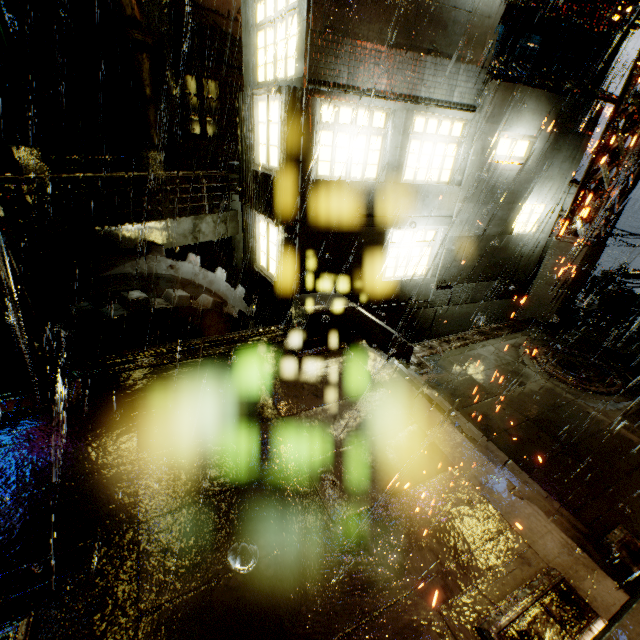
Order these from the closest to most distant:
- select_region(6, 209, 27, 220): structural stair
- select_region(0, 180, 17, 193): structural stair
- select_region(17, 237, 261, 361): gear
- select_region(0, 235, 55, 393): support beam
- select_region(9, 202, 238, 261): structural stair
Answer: select_region(0, 235, 55, 393): support beam → select_region(17, 237, 261, 361): gear → select_region(9, 202, 238, 261): structural stair → select_region(6, 209, 27, 220): structural stair → select_region(0, 180, 17, 193): structural stair

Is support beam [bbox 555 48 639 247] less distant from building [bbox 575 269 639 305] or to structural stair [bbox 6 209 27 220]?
building [bbox 575 269 639 305]

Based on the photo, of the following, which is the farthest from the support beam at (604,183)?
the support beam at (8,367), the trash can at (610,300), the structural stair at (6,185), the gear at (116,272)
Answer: the support beam at (8,367)

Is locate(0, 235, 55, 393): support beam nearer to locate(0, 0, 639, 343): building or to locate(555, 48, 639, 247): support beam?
locate(0, 0, 639, 343): building

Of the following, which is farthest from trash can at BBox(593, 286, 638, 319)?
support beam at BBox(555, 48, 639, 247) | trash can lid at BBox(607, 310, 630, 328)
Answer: support beam at BBox(555, 48, 639, 247)

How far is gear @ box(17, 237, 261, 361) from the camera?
6.9m

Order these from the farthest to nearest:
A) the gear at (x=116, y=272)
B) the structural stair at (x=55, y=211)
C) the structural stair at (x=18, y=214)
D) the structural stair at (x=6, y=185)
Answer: the structural stair at (x=6, y=185) → the structural stair at (x=55, y=211) → the structural stair at (x=18, y=214) → the gear at (x=116, y=272)

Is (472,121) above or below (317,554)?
above
